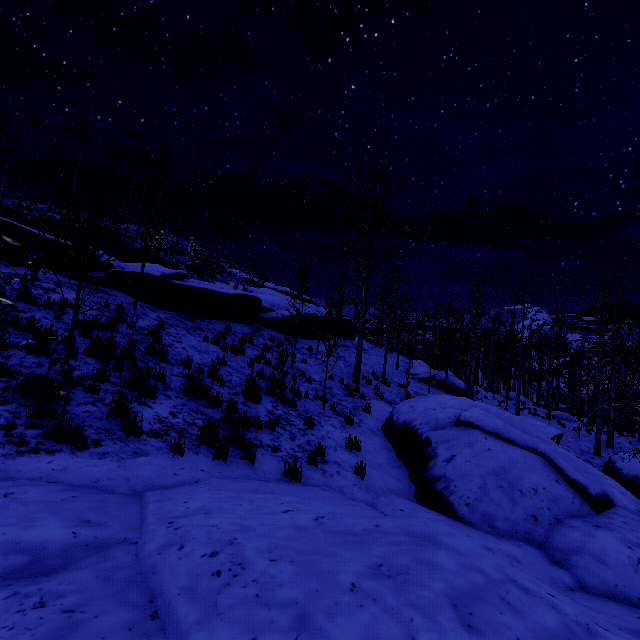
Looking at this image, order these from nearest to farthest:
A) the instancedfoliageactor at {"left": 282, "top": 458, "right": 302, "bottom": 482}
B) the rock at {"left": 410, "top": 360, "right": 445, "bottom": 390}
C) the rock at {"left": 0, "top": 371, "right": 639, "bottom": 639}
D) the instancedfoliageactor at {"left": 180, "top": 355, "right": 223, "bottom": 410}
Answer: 1. the rock at {"left": 0, "top": 371, "right": 639, "bottom": 639}
2. the instancedfoliageactor at {"left": 282, "top": 458, "right": 302, "bottom": 482}
3. the instancedfoliageactor at {"left": 180, "top": 355, "right": 223, "bottom": 410}
4. the rock at {"left": 410, "top": 360, "right": 445, "bottom": 390}

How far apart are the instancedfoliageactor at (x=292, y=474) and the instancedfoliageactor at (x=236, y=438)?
0.55m

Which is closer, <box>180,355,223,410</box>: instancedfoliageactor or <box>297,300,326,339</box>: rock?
<box>180,355,223,410</box>: instancedfoliageactor

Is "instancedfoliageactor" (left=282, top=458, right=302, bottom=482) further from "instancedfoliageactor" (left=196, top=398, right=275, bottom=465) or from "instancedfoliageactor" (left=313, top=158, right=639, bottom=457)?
"instancedfoliageactor" (left=313, top=158, right=639, bottom=457)

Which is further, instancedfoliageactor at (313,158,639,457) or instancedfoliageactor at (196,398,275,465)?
instancedfoliageactor at (313,158,639,457)

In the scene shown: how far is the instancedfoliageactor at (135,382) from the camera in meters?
6.5

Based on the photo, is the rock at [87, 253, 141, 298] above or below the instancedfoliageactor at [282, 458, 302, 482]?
above

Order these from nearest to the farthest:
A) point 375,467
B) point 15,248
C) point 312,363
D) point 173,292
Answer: point 375,467
point 15,248
point 173,292
point 312,363
